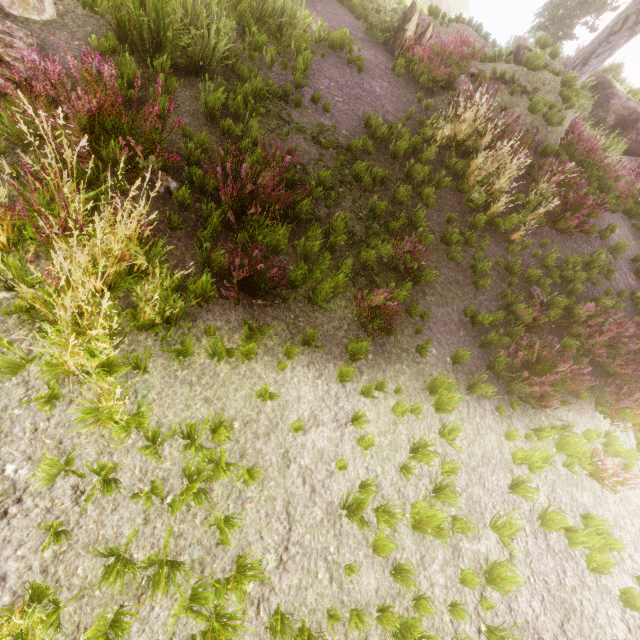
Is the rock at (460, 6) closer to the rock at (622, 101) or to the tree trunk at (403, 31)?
the rock at (622, 101)

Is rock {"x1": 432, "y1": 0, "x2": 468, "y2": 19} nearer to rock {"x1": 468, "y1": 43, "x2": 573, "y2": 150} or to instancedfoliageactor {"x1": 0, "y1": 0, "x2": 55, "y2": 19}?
instancedfoliageactor {"x1": 0, "y1": 0, "x2": 55, "y2": 19}

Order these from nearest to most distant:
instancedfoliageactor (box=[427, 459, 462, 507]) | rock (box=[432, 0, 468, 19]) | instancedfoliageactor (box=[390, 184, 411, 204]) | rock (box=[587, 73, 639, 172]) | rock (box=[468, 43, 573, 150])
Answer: instancedfoliageactor (box=[427, 459, 462, 507]), instancedfoliageactor (box=[390, 184, 411, 204]), rock (box=[468, 43, 573, 150]), rock (box=[587, 73, 639, 172]), rock (box=[432, 0, 468, 19])

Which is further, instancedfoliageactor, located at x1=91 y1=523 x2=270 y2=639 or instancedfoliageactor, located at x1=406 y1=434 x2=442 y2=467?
instancedfoliageactor, located at x1=406 y1=434 x2=442 y2=467

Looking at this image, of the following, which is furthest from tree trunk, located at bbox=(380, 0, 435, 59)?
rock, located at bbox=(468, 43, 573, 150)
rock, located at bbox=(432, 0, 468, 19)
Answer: rock, located at bbox=(432, 0, 468, 19)

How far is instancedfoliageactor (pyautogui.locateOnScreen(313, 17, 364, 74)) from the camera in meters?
7.7 m

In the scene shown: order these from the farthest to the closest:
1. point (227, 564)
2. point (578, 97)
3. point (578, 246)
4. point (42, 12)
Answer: point (578, 97)
point (578, 246)
point (42, 12)
point (227, 564)

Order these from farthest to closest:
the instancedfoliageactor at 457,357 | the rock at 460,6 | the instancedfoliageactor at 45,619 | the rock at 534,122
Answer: the rock at 460,6
the rock at 534,122
the instancedfoliageactor at 457,357
the instancedfoliageactor at 45,619
